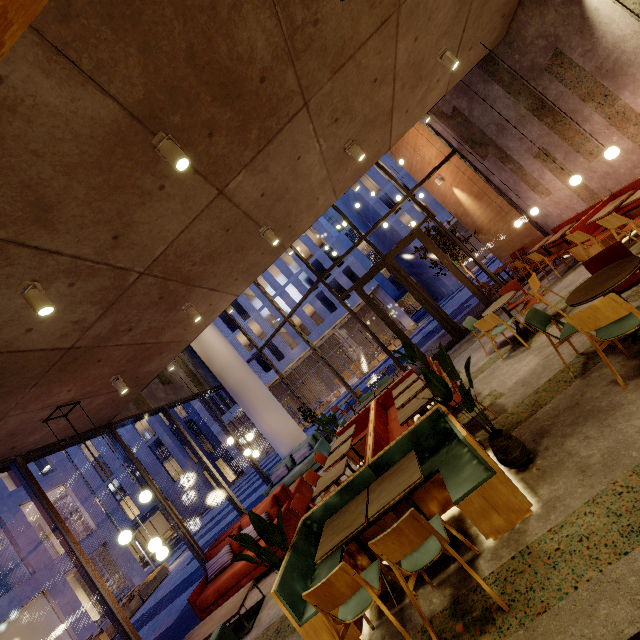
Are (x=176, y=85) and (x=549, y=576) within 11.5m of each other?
yes

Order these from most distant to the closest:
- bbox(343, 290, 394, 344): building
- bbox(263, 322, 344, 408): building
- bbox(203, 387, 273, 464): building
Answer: bbox(203, 387, 273, 464): building < bbox(263, 322, 344, 408): building < bbox(343, 290, 394, 344): building

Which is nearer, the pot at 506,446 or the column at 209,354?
the pot at 506,446

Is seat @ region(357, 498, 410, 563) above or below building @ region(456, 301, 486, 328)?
above

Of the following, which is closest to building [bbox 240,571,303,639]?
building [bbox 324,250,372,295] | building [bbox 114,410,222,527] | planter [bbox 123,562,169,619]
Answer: planter [bbox 123,562,169,619]

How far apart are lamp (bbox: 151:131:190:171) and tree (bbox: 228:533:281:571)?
3.75m

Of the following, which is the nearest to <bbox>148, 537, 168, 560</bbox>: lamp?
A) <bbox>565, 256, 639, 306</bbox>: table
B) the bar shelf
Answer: the bar shelf

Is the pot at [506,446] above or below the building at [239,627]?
above
